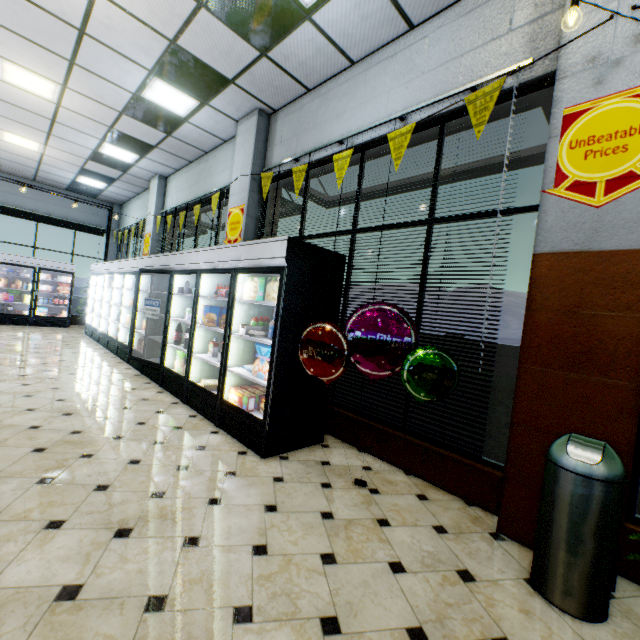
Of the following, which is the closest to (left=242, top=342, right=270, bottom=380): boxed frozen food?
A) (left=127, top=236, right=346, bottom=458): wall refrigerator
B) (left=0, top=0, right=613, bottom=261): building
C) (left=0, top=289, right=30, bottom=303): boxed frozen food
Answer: (left=127, top=236, right=346, bottom=458): wall refrigerator

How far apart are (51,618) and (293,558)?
1.2m

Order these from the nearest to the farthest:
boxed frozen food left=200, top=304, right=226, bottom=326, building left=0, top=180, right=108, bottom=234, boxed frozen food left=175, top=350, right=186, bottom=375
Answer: boxed frozen food left=200, top=304, right=226, bottom=326 < boxed frozen food left=175, top=350, right=186, bottom=375 < building left=0, top=180, right=108, bottom=234

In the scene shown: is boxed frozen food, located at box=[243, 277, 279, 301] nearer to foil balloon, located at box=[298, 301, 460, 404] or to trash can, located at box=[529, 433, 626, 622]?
foil balloon, located at box=[298, 301, 460, 404]

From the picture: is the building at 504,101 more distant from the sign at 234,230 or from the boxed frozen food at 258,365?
the boxed frozen food at 258,365

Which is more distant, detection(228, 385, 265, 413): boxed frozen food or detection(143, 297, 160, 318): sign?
detection(143, 297, 160, 318): sign

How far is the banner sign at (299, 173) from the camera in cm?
456

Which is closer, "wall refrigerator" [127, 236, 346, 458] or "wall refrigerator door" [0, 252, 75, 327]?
"wall refrigerator" [127, 236, 346, 458]
